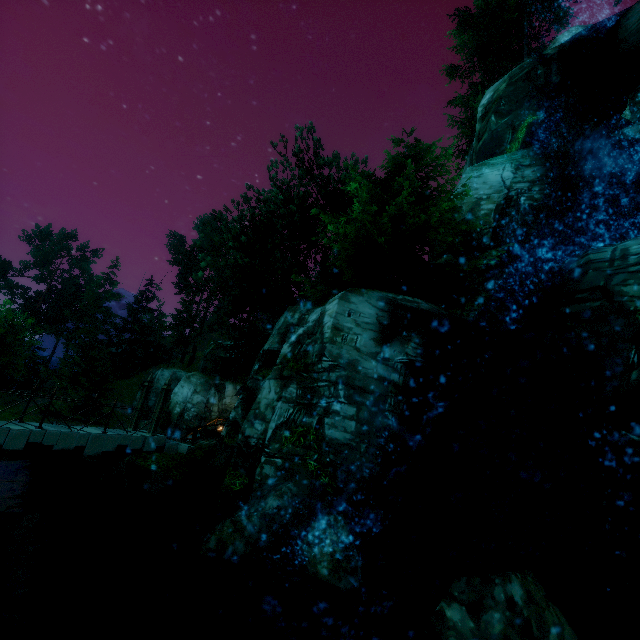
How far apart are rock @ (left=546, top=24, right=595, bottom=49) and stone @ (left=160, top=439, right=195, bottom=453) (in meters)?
32.16

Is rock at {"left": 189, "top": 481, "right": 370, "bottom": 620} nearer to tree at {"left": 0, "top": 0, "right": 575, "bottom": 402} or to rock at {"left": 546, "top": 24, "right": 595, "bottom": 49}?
tree at {"left": 0, "top": 0, "right": 575, "bottom": 402}

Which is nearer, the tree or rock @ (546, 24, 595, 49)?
the tree

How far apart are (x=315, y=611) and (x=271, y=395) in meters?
5.3

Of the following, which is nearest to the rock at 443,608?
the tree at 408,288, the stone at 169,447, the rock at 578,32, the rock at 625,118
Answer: the tree at 408,288

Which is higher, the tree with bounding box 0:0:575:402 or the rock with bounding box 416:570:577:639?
the tree with bounding box 0:0:575:402

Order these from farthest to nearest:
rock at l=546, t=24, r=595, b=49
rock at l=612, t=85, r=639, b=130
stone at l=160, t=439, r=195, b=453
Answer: rock at l=546, t=24, r=595, b=49 → stone at l=160, t=439, r=195, b=453 → rock at l=612, t=85, r=639, b=130

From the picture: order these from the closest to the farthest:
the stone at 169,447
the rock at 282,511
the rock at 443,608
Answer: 1. the rock at 443,608
2. the rock at 282,511
3. the stone at 169,447
